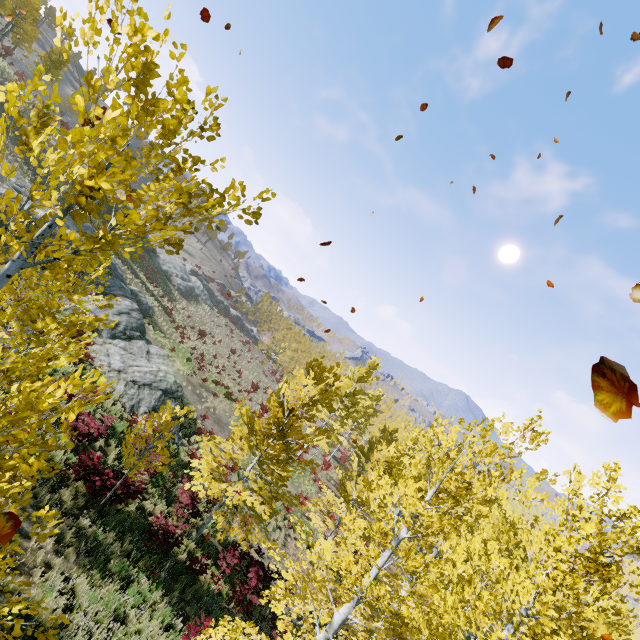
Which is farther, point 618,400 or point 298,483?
point 298,483

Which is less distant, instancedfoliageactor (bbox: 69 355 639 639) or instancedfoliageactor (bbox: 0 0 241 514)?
instancedfoliageactor (bbox: 0 0 241 514)

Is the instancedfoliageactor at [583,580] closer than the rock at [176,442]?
Yes

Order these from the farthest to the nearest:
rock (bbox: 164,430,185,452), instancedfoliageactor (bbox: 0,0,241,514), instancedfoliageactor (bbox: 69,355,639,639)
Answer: rock (bbox: 164,430,185,452) < instancedfoliageactor (bbox: 69,355,639,639) < instancedfoliageactor (bbox: 0,0,241,514)

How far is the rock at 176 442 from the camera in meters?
17.3 m

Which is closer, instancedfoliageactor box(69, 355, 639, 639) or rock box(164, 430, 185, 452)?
instancedfoliageactor box(69, 355, 639, 639)

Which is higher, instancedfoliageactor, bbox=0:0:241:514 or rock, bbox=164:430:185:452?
instancedfoliageactor, bbox=0:0:241:514
